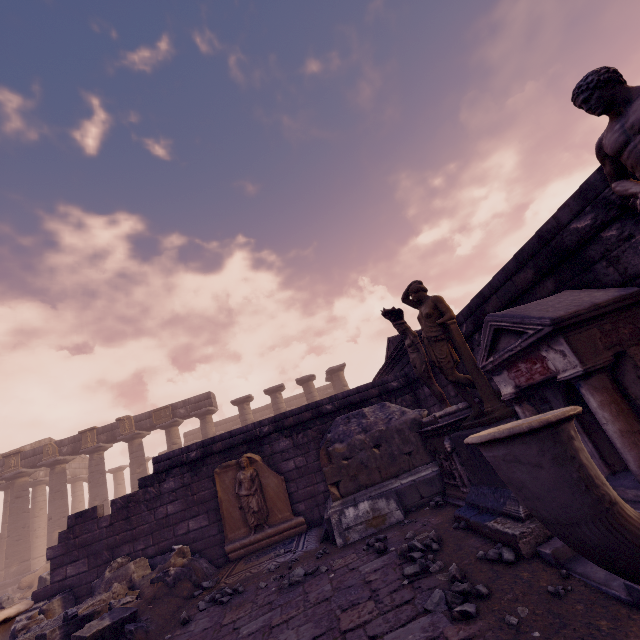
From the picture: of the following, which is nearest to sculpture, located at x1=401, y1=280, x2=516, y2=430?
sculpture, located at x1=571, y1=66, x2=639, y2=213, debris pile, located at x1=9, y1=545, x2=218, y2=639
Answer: sculpture, located at x1=571, y1=66, x2=639, y2=213

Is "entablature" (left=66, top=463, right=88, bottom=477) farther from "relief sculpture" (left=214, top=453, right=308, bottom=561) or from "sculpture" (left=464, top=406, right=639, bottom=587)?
"sculpture" (left=464, top=406, right=639, bottom=587)

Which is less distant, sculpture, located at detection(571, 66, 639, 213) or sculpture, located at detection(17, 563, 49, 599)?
sculpture, located at detection(571, 66, 639, 213)

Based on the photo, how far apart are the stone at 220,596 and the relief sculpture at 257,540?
1.7m

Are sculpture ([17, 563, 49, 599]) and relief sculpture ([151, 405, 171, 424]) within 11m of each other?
yes

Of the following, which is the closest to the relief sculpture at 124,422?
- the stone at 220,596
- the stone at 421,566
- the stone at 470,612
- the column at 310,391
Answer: the column at 310,391

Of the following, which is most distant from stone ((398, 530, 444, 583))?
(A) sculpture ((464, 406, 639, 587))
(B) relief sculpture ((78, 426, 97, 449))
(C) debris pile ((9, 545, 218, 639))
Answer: (B) relief sculpture ((78, 426, 97, 449))

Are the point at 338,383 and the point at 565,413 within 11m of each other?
no
